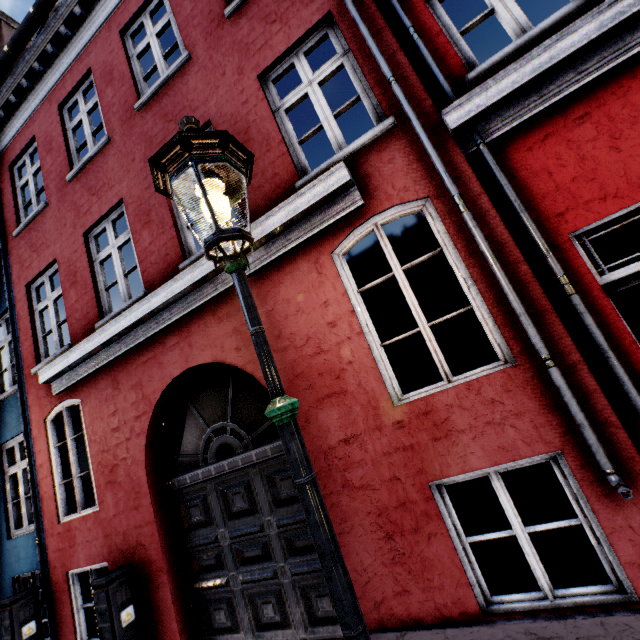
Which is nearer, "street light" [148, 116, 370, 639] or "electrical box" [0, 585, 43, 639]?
"street light" [148, 116, 370, 639]

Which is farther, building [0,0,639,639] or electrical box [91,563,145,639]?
electrical box [91,563,145,639]

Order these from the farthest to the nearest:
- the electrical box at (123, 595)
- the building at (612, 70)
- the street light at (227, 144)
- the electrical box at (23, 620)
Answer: the electrical box at (23, 620) < the electrical box at (123, 595) < the building at (612, 70) < the street light at (227, 144)

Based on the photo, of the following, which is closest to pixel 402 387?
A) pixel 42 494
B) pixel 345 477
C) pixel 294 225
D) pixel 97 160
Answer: pixel 345 477

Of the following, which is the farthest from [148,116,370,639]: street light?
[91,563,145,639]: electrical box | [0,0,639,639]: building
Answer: [91,563,145,639]: electrical box

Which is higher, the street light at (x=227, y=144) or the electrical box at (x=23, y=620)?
the street light at (x=227, y=144)

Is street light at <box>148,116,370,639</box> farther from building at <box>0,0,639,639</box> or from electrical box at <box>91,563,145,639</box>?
electrical box at <box>91,563,145,639</box>

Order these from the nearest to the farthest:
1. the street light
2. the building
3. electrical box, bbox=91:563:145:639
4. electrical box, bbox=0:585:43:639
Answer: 1. the street light
2. the building
3. electrical box, bbox=91:563:145:639
4. electrical box, bbox=0:585:43:639
